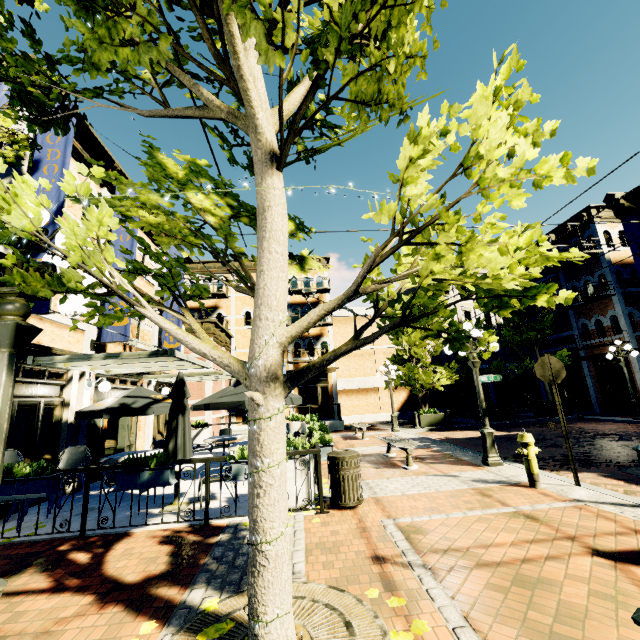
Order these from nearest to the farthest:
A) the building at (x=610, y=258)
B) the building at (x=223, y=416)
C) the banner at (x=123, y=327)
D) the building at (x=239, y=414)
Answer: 1. the banner at (x=123, y=327)
2. the building at (x=223, y=416)
3. the building at (x=610, y=258)
4. the building at (x=239, y=414)

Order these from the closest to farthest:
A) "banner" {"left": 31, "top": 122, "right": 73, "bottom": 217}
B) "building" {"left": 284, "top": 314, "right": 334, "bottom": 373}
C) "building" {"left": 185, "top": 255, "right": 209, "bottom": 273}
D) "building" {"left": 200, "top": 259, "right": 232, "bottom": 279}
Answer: "banner" {"left": 31, "top": 122, "right": 73, "bottom": 217}
"building" {"left": 185, "top": 255, "right": 209, "bottom": 273}
"building" {"left": 284, "top": 314, "right": 334, "bottom": 373}
"building" {"left": 200, "top": 259, "right": 232, "bottom": 279}

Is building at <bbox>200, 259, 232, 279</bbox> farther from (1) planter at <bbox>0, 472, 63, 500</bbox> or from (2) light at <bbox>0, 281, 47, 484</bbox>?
(2) light at <bbox>0, 281, 47, 484</bbox>

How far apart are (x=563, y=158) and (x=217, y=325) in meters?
18.4 m

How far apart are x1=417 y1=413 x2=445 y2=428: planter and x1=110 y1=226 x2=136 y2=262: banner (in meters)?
14.21

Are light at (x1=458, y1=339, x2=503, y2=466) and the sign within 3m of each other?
yes

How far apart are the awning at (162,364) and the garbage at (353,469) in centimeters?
396cm

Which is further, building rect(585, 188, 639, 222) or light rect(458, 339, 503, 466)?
building rect(585, 188, 639, 222)
